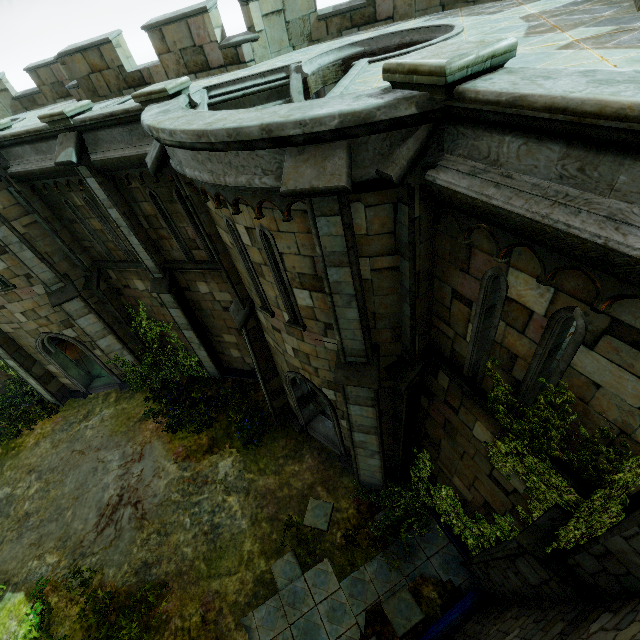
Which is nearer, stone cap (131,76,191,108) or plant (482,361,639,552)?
plant (482,361,639,552)

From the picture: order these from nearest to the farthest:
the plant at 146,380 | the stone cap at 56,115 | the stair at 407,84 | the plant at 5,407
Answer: the stair at 407,84, the stone cap at 56,115, the plant at 146,380, the plant at 5,407

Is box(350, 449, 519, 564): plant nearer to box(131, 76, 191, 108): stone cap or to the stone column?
the stone column

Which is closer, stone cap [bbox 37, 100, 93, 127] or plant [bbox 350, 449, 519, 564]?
plant [bbox 350, 449, 519, 564]

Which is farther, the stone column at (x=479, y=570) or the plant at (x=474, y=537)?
the plant at (x=474, y=537)

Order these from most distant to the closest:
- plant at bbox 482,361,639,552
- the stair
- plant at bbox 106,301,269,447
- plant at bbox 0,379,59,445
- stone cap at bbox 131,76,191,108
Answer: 1. plant at bbox 0,379,59,445
2. plant at bbox 106,301,269,447
3. stone cap at bbox 131,76,191,108
4. plant at bbox 482,361,639,552
5. the stair

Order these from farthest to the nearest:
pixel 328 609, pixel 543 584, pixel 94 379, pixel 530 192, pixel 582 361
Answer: pixel 94 379
pixel 328 609
pixel 543 584
pixel 582 361
pixel 530 192

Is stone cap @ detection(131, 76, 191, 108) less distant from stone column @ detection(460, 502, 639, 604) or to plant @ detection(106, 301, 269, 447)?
plant @ detection(106, 301, 269, 447)
